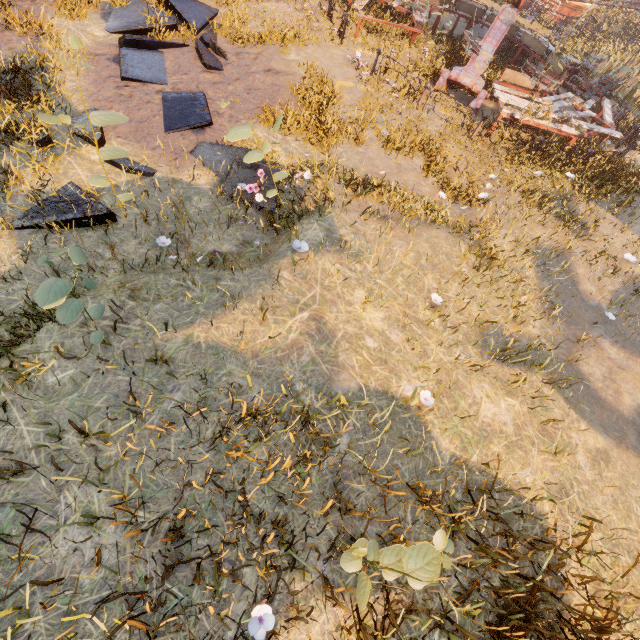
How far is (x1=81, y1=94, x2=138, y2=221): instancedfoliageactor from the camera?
4.15m

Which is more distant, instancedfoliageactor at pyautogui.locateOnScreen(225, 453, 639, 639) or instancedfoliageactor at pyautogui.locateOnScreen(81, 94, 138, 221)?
instancedfoliageactor at pyautogui.locateOnScreen(81, 94, 138, 221)

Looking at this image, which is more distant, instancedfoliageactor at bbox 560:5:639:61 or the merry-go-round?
instancedfoliageactor at bbox 560:5:639:61

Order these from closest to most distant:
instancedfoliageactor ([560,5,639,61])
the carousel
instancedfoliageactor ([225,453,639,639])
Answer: instancedfoliageactor ([225,453,639,639]) < instancedfoliageactor ([560,5,639,61]) < the carousel

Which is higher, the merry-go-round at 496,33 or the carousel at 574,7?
the merry-go-round at 496,33

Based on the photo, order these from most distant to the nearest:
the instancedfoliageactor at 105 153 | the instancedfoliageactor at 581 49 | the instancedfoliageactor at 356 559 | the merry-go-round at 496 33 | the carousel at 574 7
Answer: the carousel at 574 7, the instancedfoliageactor at 581 49, the merry-go-round at 496 33, the instancedfoliageactor at 105 153, the instancedfoliageactor at 356 559

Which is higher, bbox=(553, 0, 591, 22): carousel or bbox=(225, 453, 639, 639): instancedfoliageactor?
bbox=(225, 453, 639, 639): instancedfoliageactor

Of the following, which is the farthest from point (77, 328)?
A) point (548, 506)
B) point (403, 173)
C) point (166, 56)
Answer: point (166, 56)
